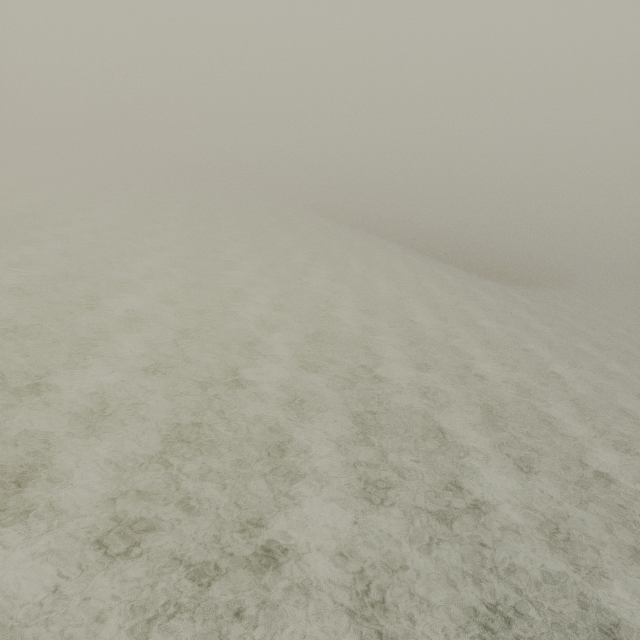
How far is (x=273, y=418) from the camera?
9.4 meters
